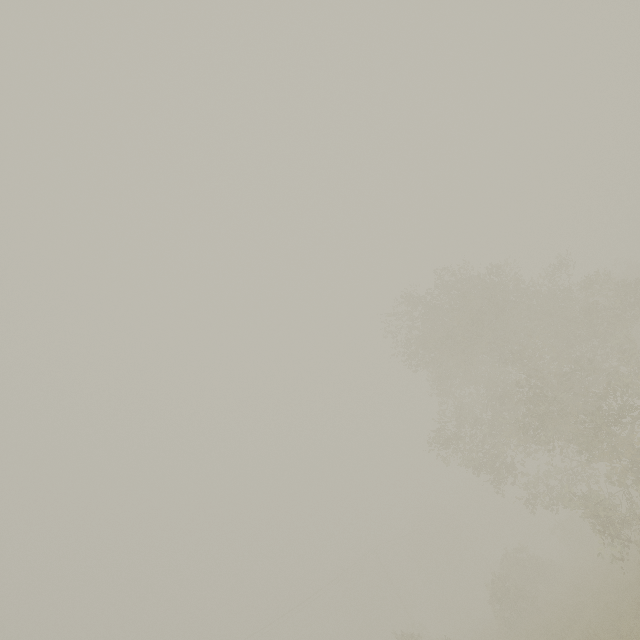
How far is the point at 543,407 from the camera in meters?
15.6
